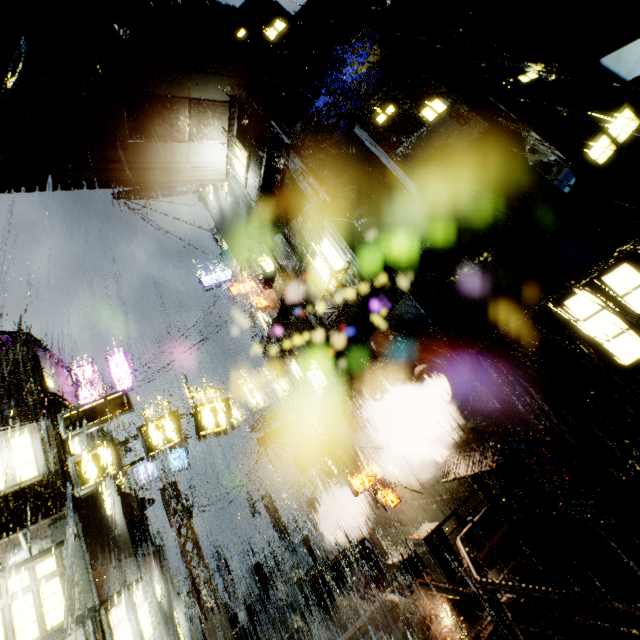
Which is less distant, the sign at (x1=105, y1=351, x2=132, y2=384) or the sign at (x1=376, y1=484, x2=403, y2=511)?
the sign at (x1=376, y1=484, x2=403, y2=511)

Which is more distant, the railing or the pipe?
the pipe

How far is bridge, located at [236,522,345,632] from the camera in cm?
1955

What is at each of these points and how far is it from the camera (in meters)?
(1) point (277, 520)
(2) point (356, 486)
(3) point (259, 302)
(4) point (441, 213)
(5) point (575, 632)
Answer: (1) street light, 34.16
(2) sign, 15.52
(3) sign, 20.02
(4) building, 11.66
(5) building, 6.64

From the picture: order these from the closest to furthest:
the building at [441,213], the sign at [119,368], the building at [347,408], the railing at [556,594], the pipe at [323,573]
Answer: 1. the railing at [556,594]
2. the building at [441,213]
3. the building at [347,408]
4. the pipe at [323,573]
5. the sign at [119,368]

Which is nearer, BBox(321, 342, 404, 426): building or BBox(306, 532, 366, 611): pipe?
BBox(321, 342, 404, 426): building

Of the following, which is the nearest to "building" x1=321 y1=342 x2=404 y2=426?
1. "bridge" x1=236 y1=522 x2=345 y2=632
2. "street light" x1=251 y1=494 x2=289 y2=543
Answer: "bridge" x1=236 y1=522 x2=345 y2=632

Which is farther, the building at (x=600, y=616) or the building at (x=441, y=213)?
the building at (x=441, y=213)
